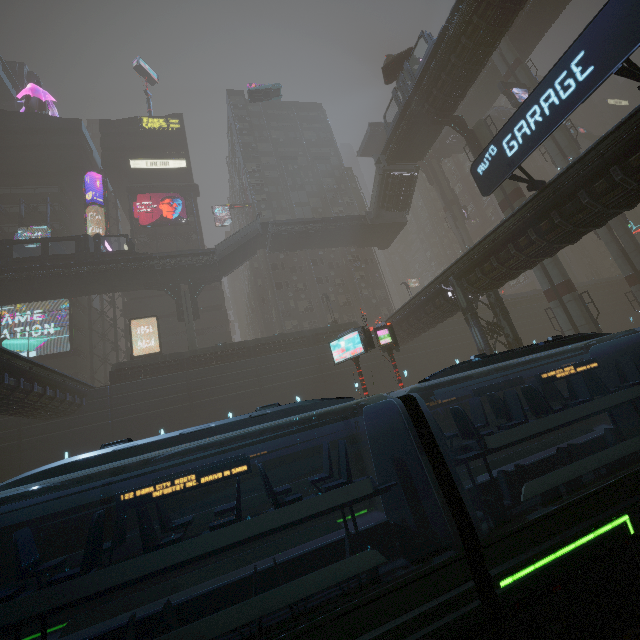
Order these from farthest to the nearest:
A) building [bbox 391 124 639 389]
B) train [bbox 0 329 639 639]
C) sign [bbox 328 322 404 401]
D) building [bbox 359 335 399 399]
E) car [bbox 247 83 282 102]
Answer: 1. car [bbox 247 83 282 102]
2. building [bbox 359 335 399 399]
3. sign [bbox 328 322 404 401]
4. building [bbox 391 124 639 389]
5. train [bbox 0 329 639 639]

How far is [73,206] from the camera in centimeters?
4706cm

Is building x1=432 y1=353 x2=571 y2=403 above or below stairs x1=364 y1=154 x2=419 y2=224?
below

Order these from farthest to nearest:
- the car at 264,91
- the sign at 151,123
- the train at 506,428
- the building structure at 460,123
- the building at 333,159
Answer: the building at 333,159, the sign at 151,123, the car at 264,91, the building structure at 460,123, the train at 506,428

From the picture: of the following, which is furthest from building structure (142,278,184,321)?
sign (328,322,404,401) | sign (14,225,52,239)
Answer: sign (328,322,404,401)

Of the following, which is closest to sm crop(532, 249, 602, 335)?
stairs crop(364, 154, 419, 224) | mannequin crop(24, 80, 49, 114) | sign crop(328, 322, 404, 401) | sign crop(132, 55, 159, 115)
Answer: stairs crop(364, 154, 419, 224)

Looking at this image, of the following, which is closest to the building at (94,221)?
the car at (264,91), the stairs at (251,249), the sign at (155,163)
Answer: the sign at (155,163)

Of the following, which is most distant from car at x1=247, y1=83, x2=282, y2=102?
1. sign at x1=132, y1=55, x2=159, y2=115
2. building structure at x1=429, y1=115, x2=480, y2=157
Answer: sign at x1=132, y1=55, x2=159, y2=115
